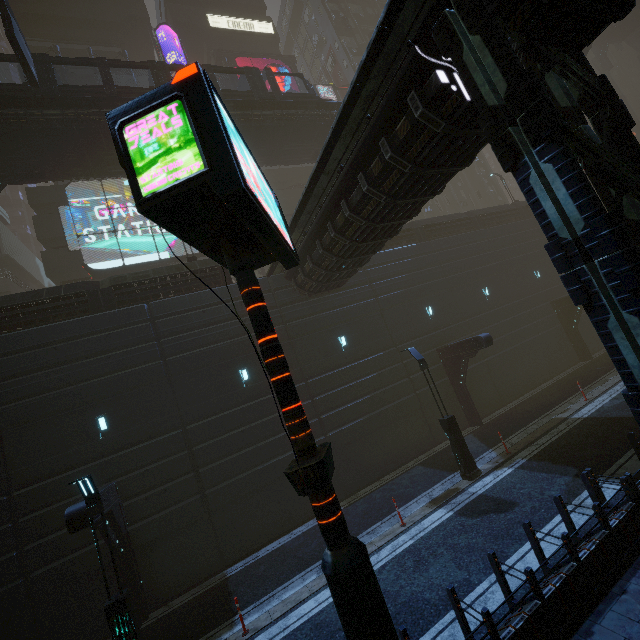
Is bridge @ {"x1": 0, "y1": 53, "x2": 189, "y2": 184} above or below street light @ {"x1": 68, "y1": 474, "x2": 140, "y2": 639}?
above

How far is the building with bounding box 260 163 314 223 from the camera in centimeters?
3216cm

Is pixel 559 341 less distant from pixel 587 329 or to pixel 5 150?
pixel 587 329

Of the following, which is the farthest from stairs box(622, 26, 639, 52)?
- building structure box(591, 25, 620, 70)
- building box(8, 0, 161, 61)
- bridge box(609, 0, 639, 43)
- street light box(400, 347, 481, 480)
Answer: street light box(400, 347, 481, 480)

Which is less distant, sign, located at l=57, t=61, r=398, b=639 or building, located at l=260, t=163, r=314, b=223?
sign, located at l=57, t=61, r=398, b=639

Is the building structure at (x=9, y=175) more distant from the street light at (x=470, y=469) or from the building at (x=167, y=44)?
the street light at (x=470, y=469)

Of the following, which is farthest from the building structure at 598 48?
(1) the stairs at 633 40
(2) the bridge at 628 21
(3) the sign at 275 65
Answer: (3) the sign at 275 65

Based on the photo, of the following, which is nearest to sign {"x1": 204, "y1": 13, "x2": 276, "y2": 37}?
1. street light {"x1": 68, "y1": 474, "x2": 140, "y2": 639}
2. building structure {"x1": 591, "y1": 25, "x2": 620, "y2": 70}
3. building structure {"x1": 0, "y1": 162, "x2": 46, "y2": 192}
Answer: building structure {"x1": 0, "y1": 162, "x2": 46, "y2": 192}
